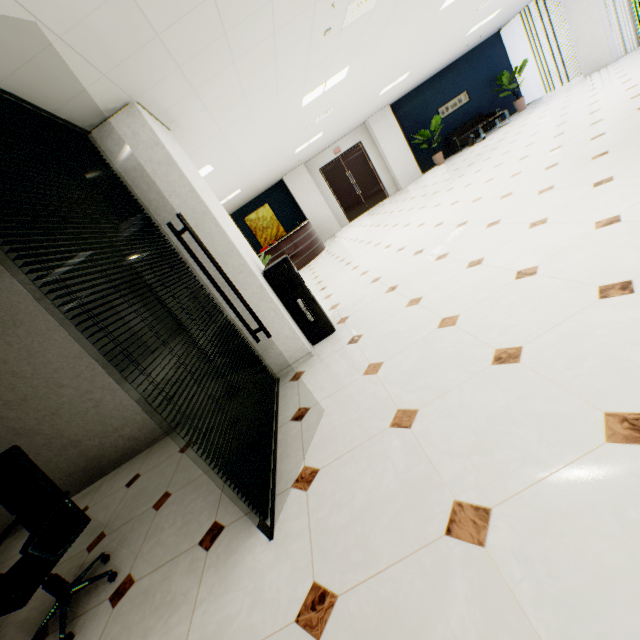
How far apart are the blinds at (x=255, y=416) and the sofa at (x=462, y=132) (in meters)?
13.20

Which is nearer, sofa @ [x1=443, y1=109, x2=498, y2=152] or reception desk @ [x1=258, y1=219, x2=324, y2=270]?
reception desk @ [x1=258, y1=219, x2=324, y2=270]

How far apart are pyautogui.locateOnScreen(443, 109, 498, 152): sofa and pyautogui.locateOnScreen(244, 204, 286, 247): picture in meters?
7.6 m

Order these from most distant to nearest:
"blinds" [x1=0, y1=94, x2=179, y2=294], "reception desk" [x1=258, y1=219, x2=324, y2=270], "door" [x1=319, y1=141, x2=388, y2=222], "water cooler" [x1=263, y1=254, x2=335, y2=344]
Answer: "door" [x1=319, y1=141, x2=388, y2=222] → "reception desk" [x1=258, y1=219, x2=324, y2=270] → "water cooler" [x1=263, y1=254, x2=335, y2=344] → "blinds" [x1=0, y1=94, x2=179, y2=294]

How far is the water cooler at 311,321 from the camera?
3.7 meters

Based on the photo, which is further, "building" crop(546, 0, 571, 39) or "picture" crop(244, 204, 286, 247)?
"building" crop(546, 0, 571, 39)

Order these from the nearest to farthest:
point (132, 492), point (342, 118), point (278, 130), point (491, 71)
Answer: point (132, 492) → point (278, 130) → point (342, 118) → point (491, 71)

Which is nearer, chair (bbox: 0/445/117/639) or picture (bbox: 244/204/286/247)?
chair (bbox: 0/445/117/639)
